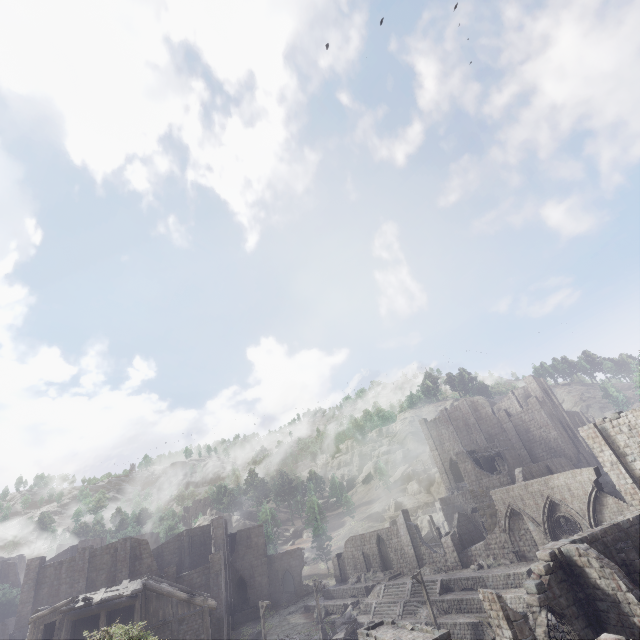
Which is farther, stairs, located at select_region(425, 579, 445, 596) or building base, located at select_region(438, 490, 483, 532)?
building base, located at select_region(438, 490, 483, 532)

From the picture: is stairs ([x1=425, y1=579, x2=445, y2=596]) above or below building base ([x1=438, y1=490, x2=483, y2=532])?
below

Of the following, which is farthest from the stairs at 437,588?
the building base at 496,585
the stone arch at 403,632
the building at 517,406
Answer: the stone arch at 403,632

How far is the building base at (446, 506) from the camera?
47.9m

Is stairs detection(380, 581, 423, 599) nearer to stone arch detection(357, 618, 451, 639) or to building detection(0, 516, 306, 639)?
building detection(0, 516, 306, 639)

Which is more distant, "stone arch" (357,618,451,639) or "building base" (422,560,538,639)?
"building base" (422,560,538,639)

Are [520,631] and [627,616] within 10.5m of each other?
yes
